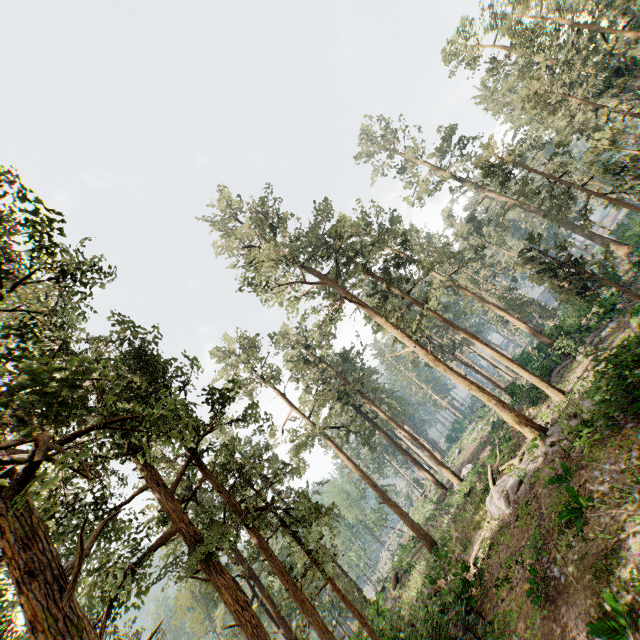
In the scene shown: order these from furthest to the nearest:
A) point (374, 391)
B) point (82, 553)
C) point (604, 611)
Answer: point (374, 391) → point (604, 611) → point (82, 553)
